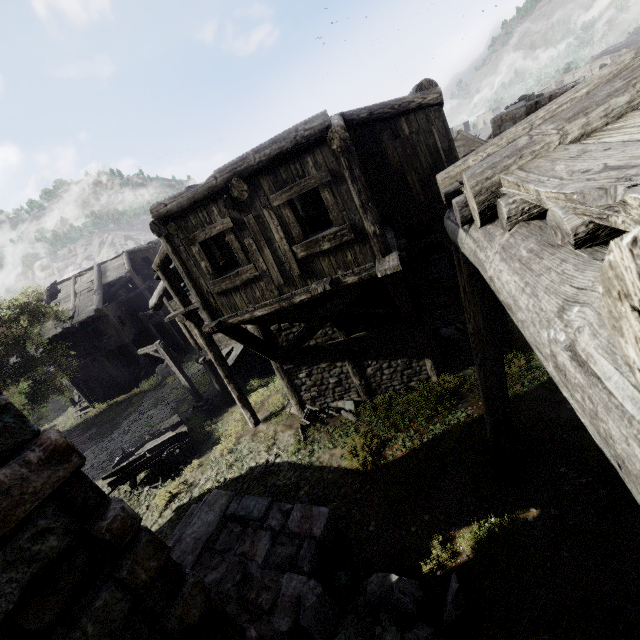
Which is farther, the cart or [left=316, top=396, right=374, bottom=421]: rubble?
the cart

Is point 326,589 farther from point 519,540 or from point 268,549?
point 519,540

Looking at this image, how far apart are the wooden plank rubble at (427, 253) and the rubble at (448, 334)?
2.7 meters

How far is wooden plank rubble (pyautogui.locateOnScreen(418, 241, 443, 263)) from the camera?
9.5 meters

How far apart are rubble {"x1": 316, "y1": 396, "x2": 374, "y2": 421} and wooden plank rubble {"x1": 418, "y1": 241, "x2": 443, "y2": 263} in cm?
395

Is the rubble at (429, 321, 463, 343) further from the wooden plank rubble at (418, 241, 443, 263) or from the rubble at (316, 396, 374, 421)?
the rubble at (316, 396, 374, 421)

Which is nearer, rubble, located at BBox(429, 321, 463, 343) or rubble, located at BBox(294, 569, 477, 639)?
rubble, located at BBox(294, 569, 477, 639)

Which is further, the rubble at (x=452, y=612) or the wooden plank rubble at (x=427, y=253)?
the wooden plank rubble at (x=427, y=253)
